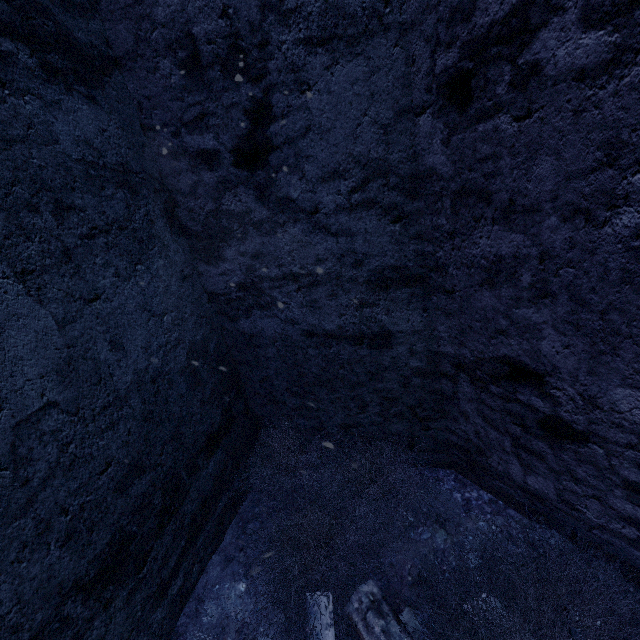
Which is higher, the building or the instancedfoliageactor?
the building

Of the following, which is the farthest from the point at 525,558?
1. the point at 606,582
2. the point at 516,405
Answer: the point at 516,405

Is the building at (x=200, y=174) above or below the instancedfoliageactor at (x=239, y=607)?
above
